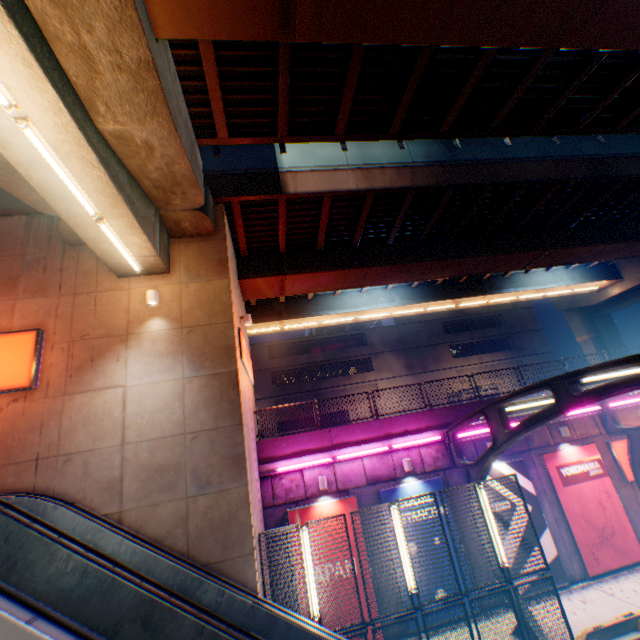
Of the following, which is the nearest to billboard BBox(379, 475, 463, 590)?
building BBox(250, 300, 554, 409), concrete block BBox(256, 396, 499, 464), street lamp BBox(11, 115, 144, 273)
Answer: concrete block BBox(256, 396, 499, 464)

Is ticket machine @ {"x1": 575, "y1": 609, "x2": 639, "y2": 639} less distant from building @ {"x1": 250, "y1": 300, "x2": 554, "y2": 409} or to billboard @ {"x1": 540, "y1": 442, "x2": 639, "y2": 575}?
billboard @ {"x1": 540, "y1": 442, "x2": 639, "y2": 575}

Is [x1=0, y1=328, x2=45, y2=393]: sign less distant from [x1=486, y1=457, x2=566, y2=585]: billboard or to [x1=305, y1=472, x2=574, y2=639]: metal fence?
[x1=305, y1=472, x2=574, y2=639]: metal fence

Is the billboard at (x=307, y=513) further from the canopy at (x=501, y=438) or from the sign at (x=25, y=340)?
the sign at (x=25, y=340)

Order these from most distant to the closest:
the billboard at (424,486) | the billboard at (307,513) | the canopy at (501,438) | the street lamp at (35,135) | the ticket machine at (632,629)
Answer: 1. the billboard at (424,486)
2. the billboard at (307,513)
3. the ticket machine at (632,629)
4. the canopy at (501,438)
5. the street lamp at (35,135)

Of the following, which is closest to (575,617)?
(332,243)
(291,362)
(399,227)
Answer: (399,227)

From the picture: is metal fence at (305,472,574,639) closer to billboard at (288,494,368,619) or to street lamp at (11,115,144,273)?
billboard at (288,494,368,619)

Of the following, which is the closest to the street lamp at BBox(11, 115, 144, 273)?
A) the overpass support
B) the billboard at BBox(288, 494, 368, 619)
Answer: the overpass support
